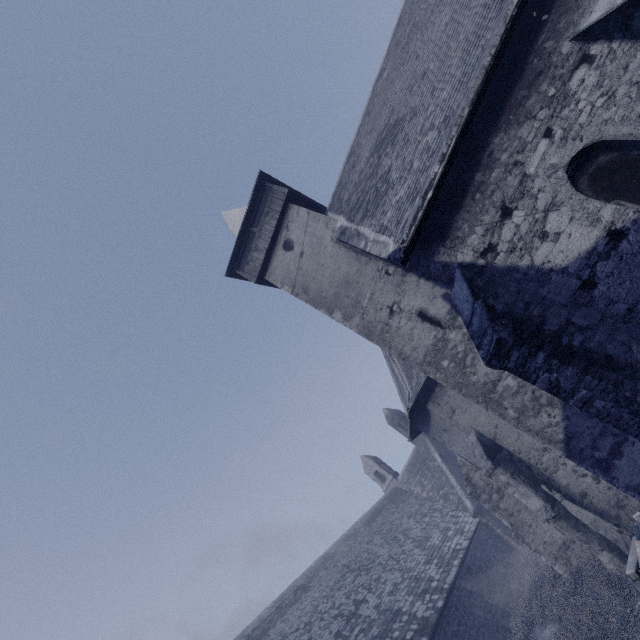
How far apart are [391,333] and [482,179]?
4.68m
